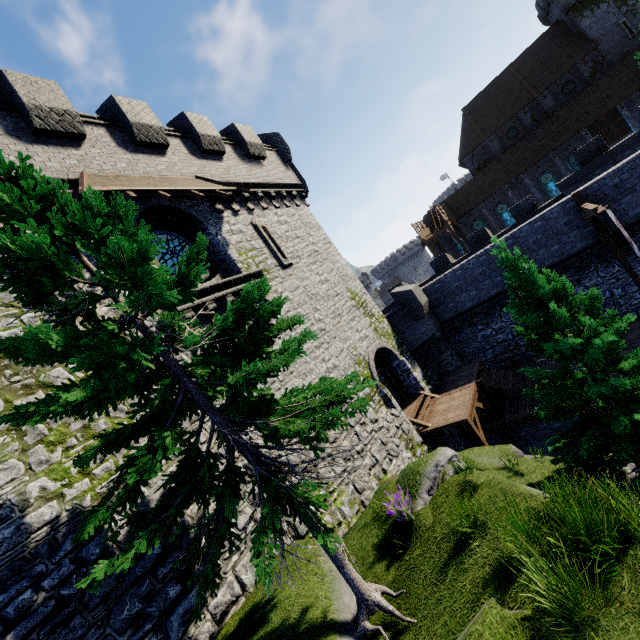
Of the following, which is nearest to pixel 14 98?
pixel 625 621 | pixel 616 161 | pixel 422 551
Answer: pixel 422 551

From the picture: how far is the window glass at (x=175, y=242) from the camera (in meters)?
11.57

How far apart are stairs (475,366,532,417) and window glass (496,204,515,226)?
28.8 meters

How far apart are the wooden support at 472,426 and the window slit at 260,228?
10.1 meters

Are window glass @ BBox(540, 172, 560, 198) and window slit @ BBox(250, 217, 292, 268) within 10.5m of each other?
no

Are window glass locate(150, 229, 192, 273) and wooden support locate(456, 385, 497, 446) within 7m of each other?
no

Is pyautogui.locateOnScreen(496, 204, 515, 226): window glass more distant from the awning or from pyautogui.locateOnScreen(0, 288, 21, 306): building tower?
the awning

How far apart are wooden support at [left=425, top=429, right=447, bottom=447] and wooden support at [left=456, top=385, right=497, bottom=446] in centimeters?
141cm
